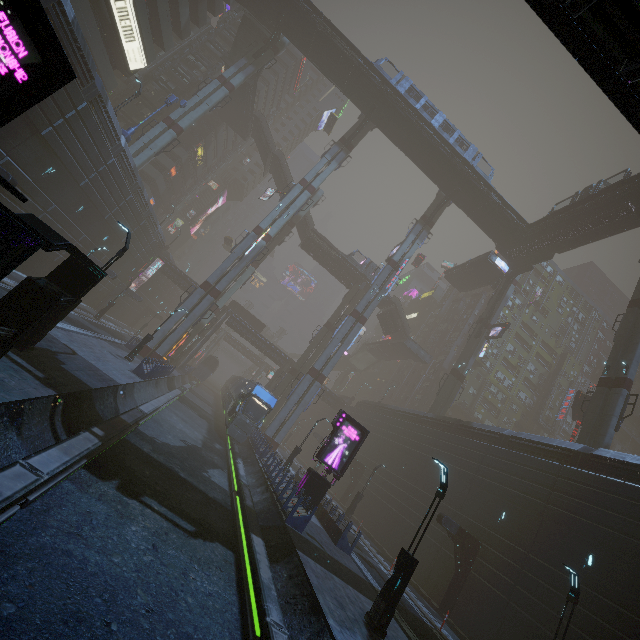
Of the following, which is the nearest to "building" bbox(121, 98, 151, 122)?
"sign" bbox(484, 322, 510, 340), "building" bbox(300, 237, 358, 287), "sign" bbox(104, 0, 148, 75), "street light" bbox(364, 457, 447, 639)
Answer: "sign" bbox(104, 0, 148, 75)

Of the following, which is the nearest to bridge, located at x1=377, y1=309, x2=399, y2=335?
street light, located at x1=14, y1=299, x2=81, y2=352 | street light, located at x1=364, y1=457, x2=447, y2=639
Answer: street light, located at x1=364, y1=457, x2=447, y2=639

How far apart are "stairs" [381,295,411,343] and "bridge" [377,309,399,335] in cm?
0

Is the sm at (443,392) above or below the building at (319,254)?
below

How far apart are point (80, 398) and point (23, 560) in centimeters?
736cm

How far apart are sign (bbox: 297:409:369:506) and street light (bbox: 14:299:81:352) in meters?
14.1 m

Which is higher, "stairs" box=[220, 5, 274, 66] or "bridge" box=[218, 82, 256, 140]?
"stairs" box=[220, 5, 274, 66]

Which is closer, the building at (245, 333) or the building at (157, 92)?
the building at (157, 92)
